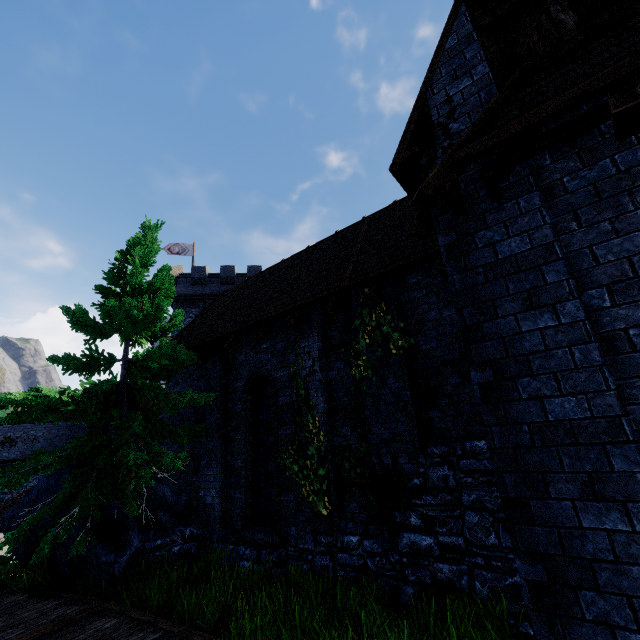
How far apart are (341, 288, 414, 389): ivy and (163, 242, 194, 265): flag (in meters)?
28.14

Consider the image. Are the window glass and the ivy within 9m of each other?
yes

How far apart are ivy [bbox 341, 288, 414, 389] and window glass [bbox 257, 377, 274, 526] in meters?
2.8

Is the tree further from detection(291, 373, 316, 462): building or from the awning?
the awning

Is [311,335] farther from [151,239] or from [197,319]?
[197,319]

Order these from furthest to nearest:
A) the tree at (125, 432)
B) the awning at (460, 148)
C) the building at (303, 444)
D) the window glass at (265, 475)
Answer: the window glass at (265, 475) → the building at (303, 444) → the tree at (125, 432) → the awning at (460, 148)

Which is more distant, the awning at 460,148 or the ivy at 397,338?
the ivy at 397,338

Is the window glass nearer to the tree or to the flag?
the tree
